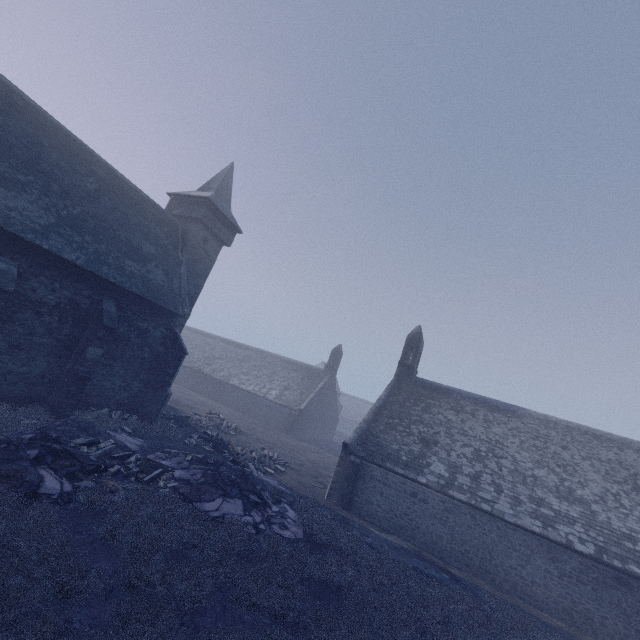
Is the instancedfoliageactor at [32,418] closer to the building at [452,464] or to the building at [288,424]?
the building at [288,424]

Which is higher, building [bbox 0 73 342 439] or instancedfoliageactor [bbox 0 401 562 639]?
building [bbox 0 73 342 439]

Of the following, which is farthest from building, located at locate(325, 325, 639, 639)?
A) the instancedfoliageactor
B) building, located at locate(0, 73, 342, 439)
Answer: building, located at locate(0, 73, 342, 439)

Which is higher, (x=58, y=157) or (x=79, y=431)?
(x=58, y=157)

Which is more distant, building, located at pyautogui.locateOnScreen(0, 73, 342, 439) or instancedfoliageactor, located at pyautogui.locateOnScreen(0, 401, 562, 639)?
building, located at pyautogui.locateOnScreen(0, 73, 342, 439)

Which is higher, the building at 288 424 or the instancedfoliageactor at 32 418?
the building at 288 424
